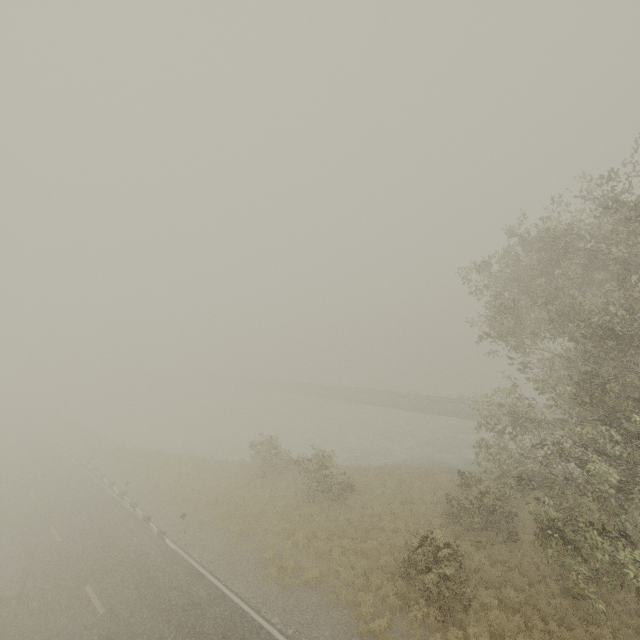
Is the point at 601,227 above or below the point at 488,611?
above
